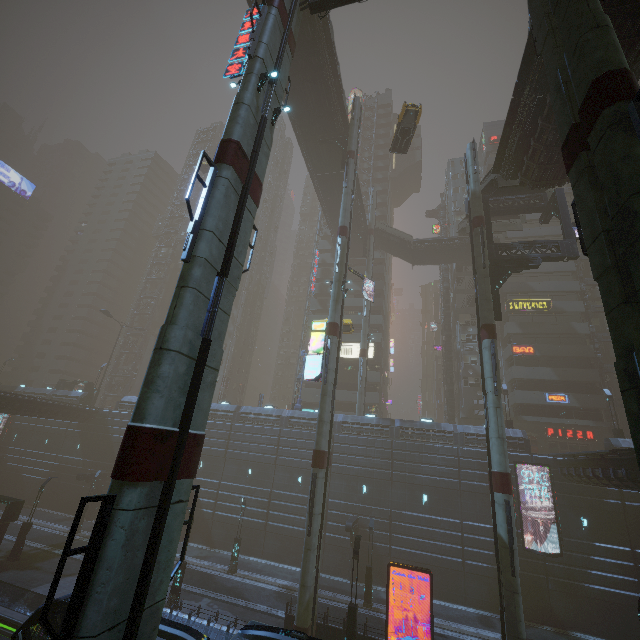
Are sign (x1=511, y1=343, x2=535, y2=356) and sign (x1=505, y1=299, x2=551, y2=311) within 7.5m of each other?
yes

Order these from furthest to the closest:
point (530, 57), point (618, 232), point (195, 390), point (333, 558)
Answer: point (333, 558), point (530, 57), point (195, 390), point (618, 232)

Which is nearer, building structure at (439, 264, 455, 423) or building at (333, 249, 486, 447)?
building at (333, 249, 486, 447)

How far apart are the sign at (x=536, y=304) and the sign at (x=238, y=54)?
41.57m

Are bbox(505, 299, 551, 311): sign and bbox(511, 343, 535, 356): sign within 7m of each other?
yes

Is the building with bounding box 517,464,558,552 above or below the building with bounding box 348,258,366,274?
below

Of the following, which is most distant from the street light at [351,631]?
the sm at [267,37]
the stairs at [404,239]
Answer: the stairs at [404,239]

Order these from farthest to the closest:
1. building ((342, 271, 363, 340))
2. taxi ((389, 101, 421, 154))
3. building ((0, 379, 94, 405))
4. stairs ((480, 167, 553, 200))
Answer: building ((342, 271, 363, 340)), building ((0, 379, 94, 405)), taxi ((389, 101, 421, 154)), stairs ((480, 167, 553, 200))
